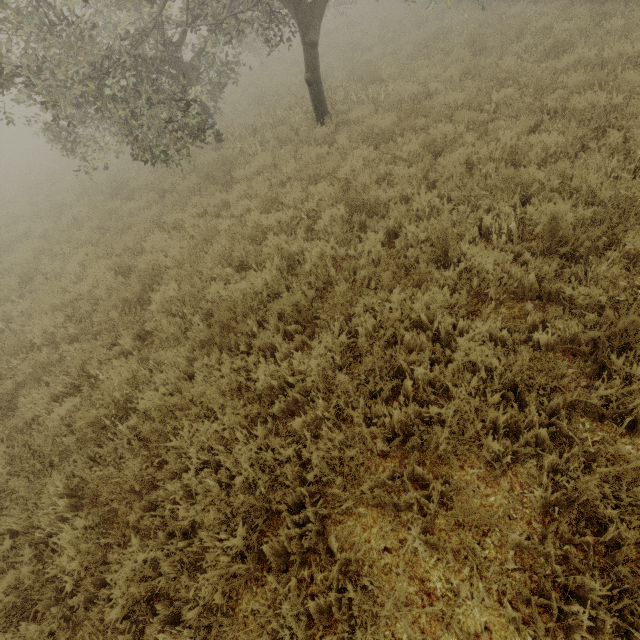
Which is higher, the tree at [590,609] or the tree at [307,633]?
the tree at [307,633]

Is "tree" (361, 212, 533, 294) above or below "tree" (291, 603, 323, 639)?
below

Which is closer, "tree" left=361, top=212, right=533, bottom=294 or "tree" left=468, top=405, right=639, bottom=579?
"tree" left=468, top=405, right=639, bottom=579

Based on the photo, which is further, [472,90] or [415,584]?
[472,90]

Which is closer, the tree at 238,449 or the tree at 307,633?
the tree at 307,633
